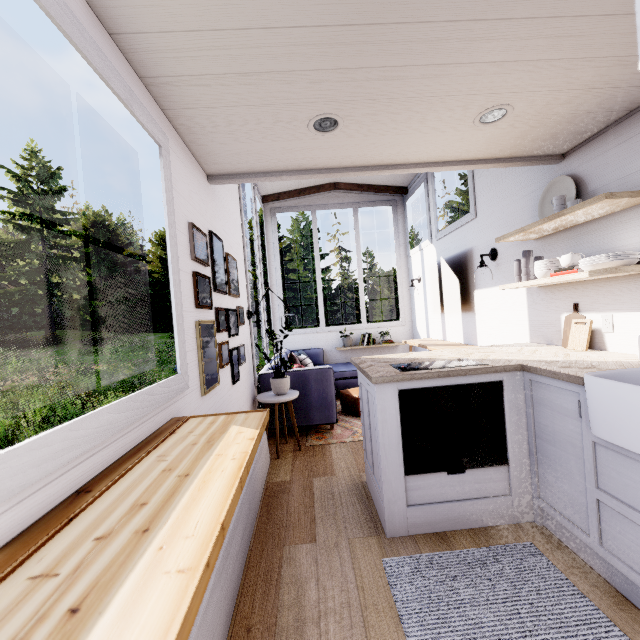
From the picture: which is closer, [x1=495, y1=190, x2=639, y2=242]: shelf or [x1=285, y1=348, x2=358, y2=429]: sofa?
[x1=495, y1=190, x2=639, y2=242]: shelf

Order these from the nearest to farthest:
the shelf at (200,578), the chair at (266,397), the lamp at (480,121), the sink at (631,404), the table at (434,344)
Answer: the shelf at (200,578) → the sink at (631,404) → the lamp at (480,121) → the chair at (266,397) → the table at (434,344)

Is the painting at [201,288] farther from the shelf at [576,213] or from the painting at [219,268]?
the shelf at [576,213]

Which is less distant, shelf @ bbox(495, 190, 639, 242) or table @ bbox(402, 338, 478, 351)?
shelf @ bbox(495, 190, 639, 242)

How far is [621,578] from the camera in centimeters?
155cm

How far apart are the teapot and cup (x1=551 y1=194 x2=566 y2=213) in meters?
0.3

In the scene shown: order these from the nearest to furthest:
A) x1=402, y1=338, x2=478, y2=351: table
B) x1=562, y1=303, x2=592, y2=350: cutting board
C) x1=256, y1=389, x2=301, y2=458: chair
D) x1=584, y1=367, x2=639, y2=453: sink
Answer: x1=584, y1=367, x2=639, y2=453: sink
x1=562, y1=303, x2=592, y2=350: cutting board
x1=256, y1=389, x2=301, y2=458: chair
x1=402, y1=338, x2=478, y2=351: table

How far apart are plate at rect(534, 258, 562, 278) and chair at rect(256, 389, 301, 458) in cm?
250
